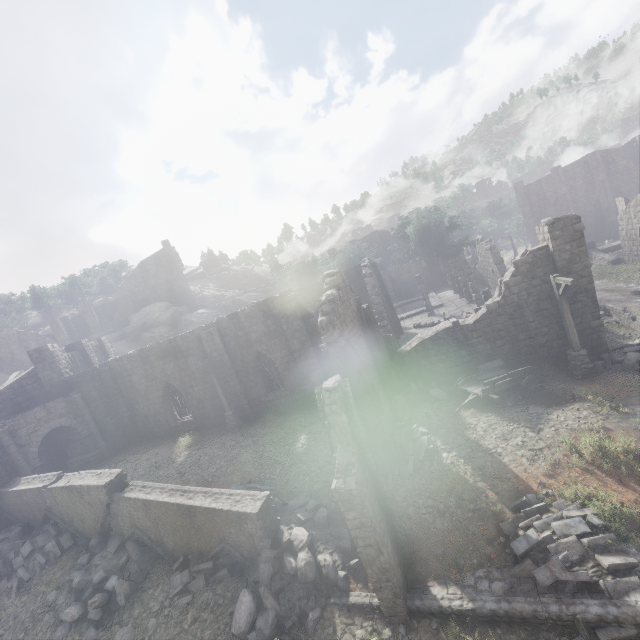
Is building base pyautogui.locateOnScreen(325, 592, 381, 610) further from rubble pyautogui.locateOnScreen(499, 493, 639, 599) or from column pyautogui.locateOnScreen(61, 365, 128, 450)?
column pyautogui.locateOnScreen(61, 365, 128, 450)

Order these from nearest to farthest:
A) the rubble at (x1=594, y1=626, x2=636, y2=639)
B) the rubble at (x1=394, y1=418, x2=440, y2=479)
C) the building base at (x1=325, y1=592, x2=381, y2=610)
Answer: the rubble at (x1=594, y1=626, x2=636, y2=639)
the building base at (x1=325, y1=592, x2=381, y2=610)
the rubble at (x1=394, y1=418, x2=440, y2=479)

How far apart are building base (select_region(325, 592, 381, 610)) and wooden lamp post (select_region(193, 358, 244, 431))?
11.90m

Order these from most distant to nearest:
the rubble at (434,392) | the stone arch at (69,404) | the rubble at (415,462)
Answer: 1. the stone arch at (69,404)
2. the rubble at (434,392)
3. the rubble at (415,462)

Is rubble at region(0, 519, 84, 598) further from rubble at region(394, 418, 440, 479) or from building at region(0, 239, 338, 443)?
rubble at region(394, 418, 440, 479)

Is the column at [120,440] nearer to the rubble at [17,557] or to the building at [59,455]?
the building at [59,455]

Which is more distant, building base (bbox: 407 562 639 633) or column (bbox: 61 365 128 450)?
column (bbox: 61 365 128 450)

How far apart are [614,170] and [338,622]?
60.1m
